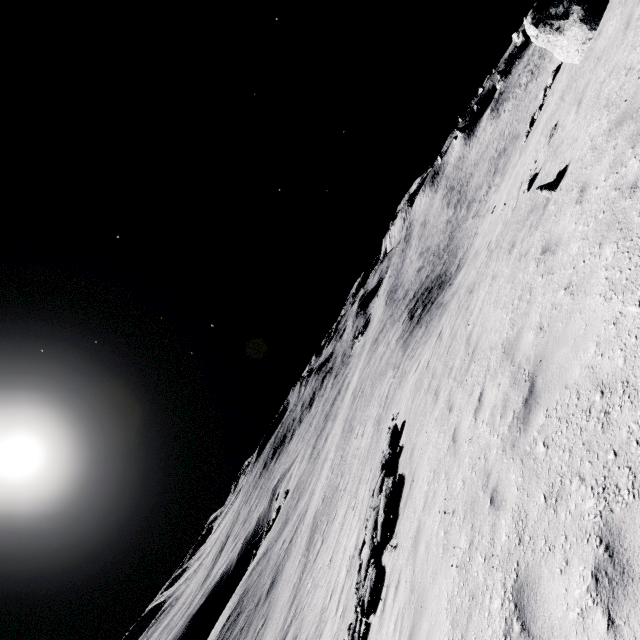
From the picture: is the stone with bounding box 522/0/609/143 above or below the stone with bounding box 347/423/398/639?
above

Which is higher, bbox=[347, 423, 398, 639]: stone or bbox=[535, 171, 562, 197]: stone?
bbox=[535, 171, 562, 197]: stone

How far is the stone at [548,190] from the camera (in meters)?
7.30

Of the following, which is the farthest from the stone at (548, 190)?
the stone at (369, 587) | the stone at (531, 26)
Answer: the stone at (369, 587)

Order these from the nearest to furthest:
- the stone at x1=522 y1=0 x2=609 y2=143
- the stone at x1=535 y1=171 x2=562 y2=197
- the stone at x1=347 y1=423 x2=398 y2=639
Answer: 1. the stone at x1=535 y1=171 x2=562 y2=197
2. the stone at x1=347 y1=423 x2=398 y2=639
3. the stone at x1=522 y1=0 x2=609 y2=143

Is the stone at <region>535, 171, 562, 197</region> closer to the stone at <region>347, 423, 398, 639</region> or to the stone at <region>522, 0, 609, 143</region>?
the stone at <region>522, 0, 609, 143</region>

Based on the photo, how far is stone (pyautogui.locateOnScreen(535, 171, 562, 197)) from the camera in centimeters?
730cm

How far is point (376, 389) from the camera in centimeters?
3516cm
